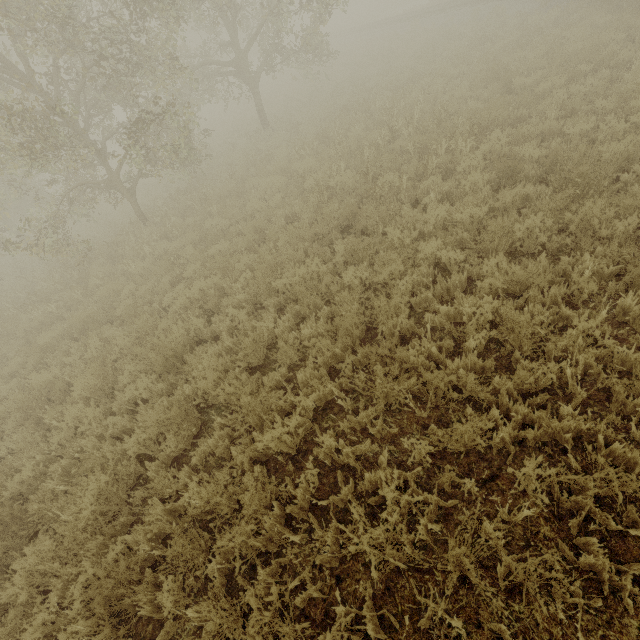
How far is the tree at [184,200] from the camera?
10.7m

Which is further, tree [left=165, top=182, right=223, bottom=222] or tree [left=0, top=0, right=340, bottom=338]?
tree [left=165, top=182, right=223, bottom=222]

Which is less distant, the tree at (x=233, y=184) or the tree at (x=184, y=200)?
the tree at (x=184, y=200)

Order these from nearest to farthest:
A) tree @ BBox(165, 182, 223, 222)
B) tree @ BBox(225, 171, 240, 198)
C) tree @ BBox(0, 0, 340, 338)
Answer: tree @ BBox(0, 0, 340, 338)
tree @ BBox(165, 182, 223, 222)
tree @ BBox(225, 171, 240, 198)

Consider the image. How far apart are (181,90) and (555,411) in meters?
50.7 m

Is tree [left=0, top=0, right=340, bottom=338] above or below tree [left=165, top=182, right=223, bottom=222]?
above
